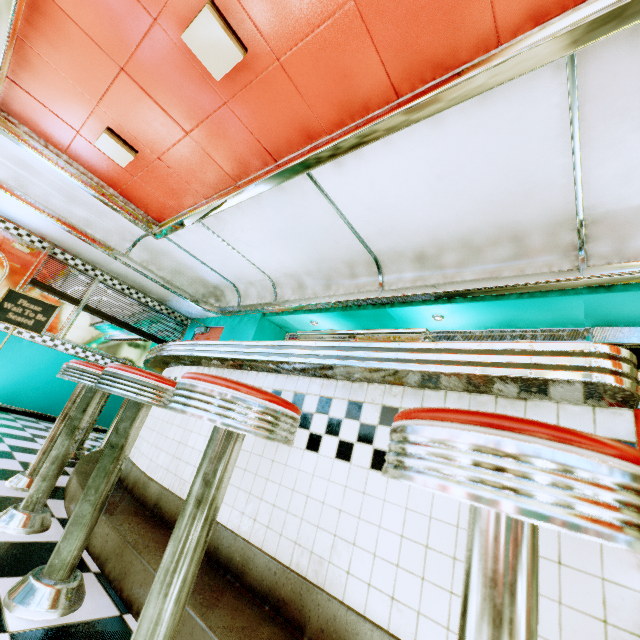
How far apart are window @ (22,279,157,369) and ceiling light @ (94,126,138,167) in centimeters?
288cm

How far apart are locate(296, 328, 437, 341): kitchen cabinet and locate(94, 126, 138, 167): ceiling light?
3.00m

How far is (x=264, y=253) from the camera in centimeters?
467cm

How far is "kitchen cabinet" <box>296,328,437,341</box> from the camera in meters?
3.7

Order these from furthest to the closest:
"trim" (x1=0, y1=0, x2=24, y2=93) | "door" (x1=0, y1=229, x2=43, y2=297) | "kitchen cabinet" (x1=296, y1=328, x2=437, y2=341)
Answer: "door" (x1=0, y1=229, x2=43, y2=297) → "kitchen cabinet" (x1=296, y1=328, x2=437, y2=341) → "trim" (x1=0, y1=0, x2=24, y2=93)

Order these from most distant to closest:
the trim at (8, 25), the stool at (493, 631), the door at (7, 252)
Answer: the door at (7, 252)
the trim at (8, 25)
the stool at (493, 631)

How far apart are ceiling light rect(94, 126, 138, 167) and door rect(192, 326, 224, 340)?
3.2 meters

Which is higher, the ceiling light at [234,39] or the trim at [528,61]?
the ceiling light at [234,39]
